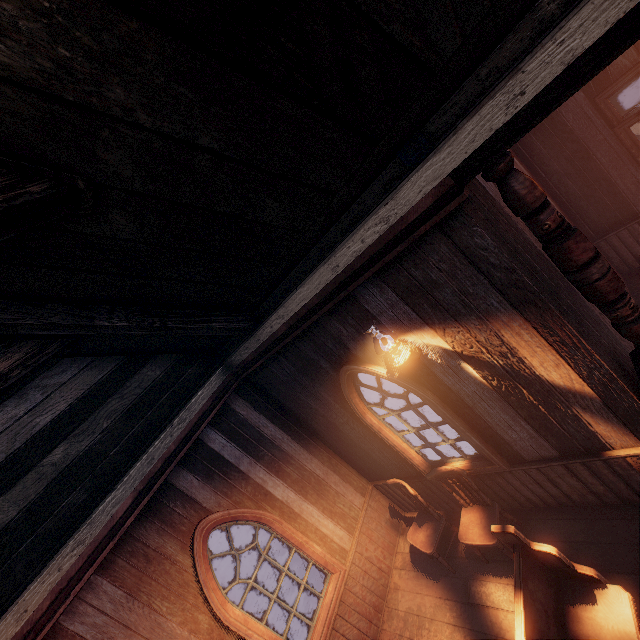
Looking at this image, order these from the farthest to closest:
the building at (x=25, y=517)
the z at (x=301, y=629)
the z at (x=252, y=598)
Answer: the z at (x=252, y=598) → the z at (x=301, y=629) → the building at (x=25, y=517)

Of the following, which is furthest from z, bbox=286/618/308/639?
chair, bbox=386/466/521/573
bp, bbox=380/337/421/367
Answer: bp, bbox=380/337/421/367

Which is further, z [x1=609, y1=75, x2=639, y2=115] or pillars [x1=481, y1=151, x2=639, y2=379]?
z [x1=609, y1=75, x2=639, y2=115]

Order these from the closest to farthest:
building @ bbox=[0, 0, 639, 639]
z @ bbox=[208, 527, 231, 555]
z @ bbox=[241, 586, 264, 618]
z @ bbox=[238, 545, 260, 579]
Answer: building @ bbox=[0, 0, 639, 639] → z @ bbox=[241, 586, 264, 618] → z @ bbox=[238, 545, 260, 579] → z @ bbox=[208, 527, 231, 555]

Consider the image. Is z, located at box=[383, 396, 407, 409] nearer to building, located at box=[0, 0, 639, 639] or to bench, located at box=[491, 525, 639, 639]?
building, located at box=[0, 0, 639, 639]

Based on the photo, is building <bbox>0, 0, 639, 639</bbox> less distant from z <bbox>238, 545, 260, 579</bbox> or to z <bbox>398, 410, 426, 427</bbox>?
z <bbox>398, 410, 426, 427</bbox>

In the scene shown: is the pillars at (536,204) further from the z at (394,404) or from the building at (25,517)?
the z at (394,404)

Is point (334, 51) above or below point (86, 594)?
above
